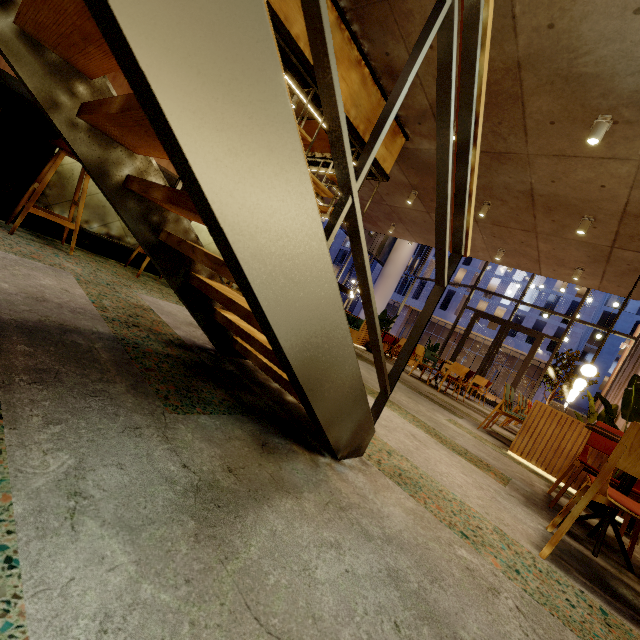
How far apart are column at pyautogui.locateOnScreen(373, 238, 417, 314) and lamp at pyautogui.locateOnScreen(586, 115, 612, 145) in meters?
14.2

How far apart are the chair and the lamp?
5.95m

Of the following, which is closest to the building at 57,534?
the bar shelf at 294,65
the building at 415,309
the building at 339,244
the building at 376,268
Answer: the bar shelf at 294,65

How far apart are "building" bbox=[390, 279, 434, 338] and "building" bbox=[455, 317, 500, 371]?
0.01m

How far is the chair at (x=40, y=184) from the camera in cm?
281

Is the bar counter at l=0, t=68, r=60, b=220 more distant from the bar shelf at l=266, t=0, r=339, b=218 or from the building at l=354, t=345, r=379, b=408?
the bar shelf at l=266, t=0, r=339, b=218

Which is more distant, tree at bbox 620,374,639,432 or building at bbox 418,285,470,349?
building at bbox 418,285,470,349

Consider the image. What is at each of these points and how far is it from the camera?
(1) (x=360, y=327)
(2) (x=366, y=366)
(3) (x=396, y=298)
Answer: (1) seat, 9.30m
(2) building, 5.88m
(3) building, 45.19m
